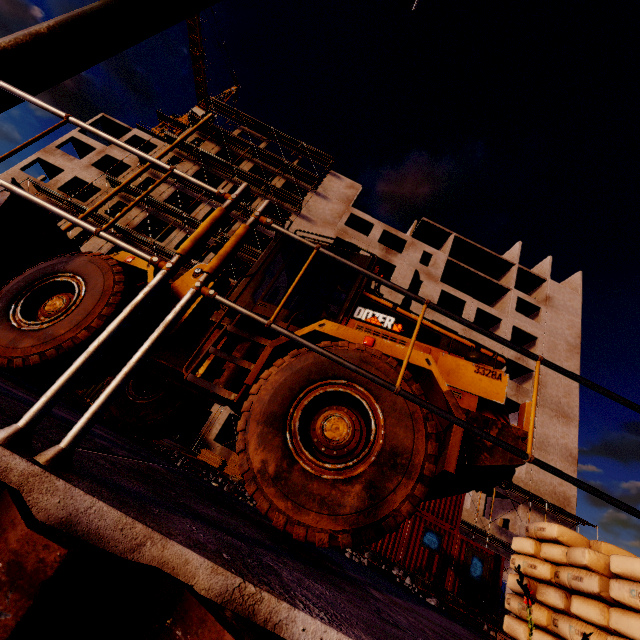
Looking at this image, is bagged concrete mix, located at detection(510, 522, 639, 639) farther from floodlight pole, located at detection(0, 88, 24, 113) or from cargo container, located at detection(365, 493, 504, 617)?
cargo container, located at detection(365, 493, 504, 617)

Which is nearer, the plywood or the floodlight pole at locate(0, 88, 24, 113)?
the floodlight pole at locate(0, 88, 24, 113)

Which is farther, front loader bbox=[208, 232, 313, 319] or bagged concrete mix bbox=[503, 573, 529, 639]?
front loader bbox=[208, 232, 313, 319]

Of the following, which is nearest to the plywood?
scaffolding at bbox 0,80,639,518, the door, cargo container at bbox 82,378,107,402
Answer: scaffolding at bbox 0,80,639,518

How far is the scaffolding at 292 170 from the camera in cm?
3406

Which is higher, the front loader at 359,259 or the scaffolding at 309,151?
the scaffolding at 309,151

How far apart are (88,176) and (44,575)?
39.17m

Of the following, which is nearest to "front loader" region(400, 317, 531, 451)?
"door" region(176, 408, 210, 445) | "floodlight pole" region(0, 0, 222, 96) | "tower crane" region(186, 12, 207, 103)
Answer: "floodlight pole" region(0, 0, 222, 96)
